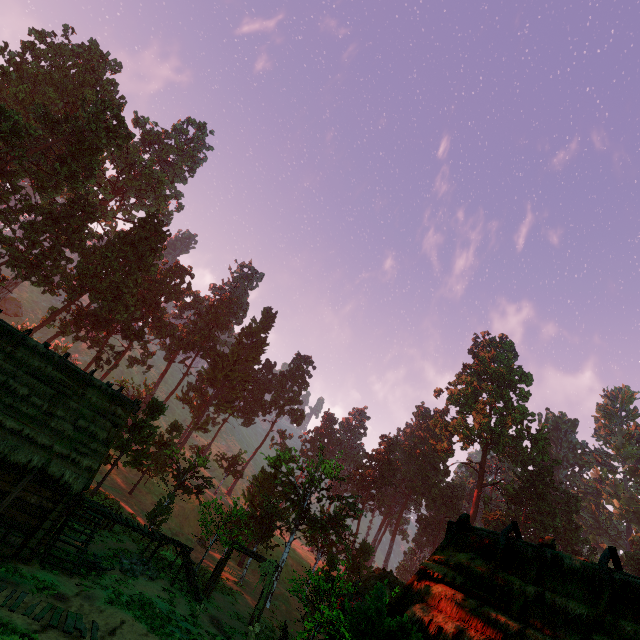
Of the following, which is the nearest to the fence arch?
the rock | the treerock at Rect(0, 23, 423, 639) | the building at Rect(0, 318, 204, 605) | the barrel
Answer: the building at Rect(0, 318, 204, 605)

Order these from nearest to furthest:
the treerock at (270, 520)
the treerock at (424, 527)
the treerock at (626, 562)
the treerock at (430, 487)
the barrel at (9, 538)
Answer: the barrel at (9, 538), the treerock at (270, 520), the treerock at (626, 562), the treerock at (424, 527), the treerock at (430, 487)

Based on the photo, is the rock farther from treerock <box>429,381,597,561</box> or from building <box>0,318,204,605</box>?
treerock <box>429,381,597,561</box>

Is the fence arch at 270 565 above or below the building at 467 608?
below

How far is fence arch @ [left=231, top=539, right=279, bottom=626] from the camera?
21.8 meters

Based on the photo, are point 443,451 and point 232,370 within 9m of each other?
no

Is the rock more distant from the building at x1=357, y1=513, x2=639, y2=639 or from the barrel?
the barrel

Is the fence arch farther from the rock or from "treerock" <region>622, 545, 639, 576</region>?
the rock
